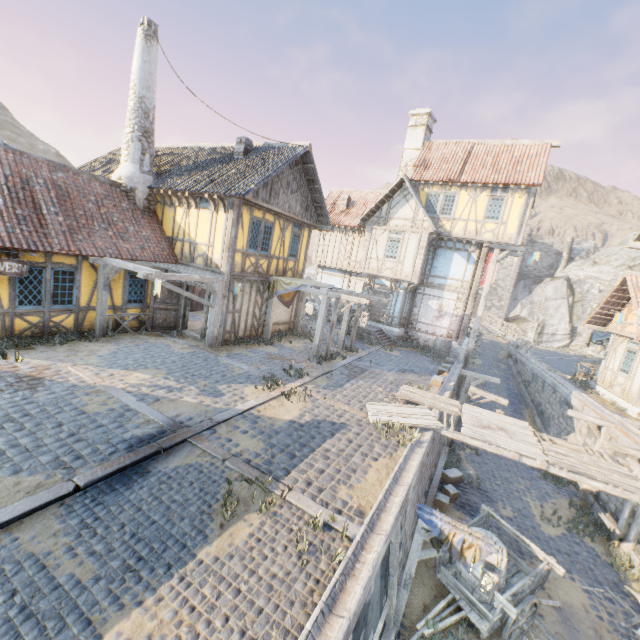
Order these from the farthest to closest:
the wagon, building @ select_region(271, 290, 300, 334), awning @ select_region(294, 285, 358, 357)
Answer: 1. building @ select_region(271, 290, 300, 334)
2. awning @ select_region(294, 285, 358, 357)
3. the wagon

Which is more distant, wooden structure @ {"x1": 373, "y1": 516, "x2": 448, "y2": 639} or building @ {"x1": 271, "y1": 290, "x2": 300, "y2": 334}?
building @ {"x1": 271, "y1": 290, "x2": 300, "y2": 334}

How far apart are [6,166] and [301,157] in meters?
10.2

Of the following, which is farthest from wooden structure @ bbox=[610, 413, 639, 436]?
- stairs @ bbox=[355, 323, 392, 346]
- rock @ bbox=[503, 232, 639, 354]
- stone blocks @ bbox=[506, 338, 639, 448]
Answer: rock @ bbox=[503, 232, 639, 354]

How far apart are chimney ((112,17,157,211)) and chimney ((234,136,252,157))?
3.3 meters

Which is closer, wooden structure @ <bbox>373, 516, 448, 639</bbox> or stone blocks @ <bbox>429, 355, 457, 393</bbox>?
wooden structure @ <bbox>373, 516, 448, 639</bbox>

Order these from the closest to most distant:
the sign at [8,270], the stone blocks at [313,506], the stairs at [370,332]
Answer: the stone blocks at [313,506], the sign at [8,270], the stairs at [370,332]

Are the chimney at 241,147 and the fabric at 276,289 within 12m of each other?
yes
